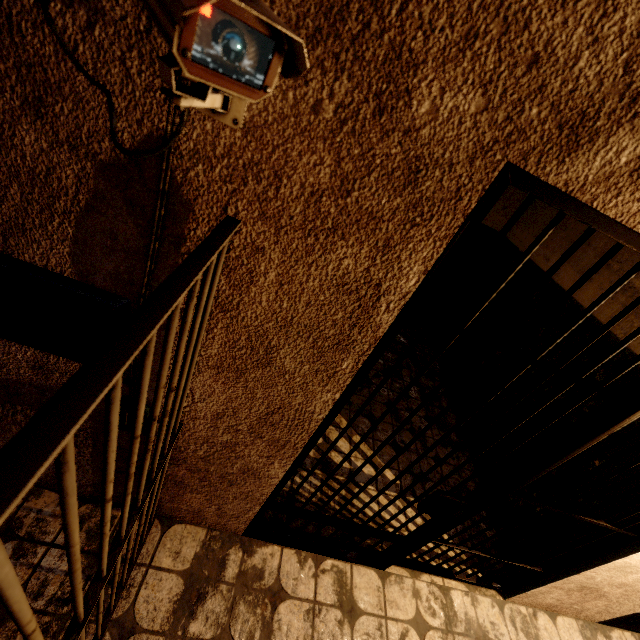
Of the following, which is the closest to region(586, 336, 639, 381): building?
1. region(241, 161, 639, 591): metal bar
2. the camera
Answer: region(241, 161, 639, 591): metal bar

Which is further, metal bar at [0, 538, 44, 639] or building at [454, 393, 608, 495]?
building at [454, 393, 608, 495]

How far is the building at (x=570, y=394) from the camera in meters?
2.6 m

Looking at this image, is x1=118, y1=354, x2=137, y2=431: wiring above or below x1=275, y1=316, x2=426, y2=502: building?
above

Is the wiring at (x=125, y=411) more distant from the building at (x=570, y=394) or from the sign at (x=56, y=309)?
the building at (x=570, y=394)

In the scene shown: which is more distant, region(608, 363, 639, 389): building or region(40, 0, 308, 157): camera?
region(608, 363, 639, 389): building

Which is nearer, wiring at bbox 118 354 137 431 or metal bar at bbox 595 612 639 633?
wiring at bbox 118 354 137 431

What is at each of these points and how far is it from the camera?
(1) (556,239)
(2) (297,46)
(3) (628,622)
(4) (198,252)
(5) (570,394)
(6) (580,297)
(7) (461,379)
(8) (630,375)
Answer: (1) building, 3.5 meters
(2) camera, 0.4 meters
(3) metal bar, 2.7 meters
(4) metal bar, 0.7 meters
(5) building, 2.7 meters
(6) building, 2.9 meters
(7) building, 4.1 meters
(8) building, 2.3 meters
